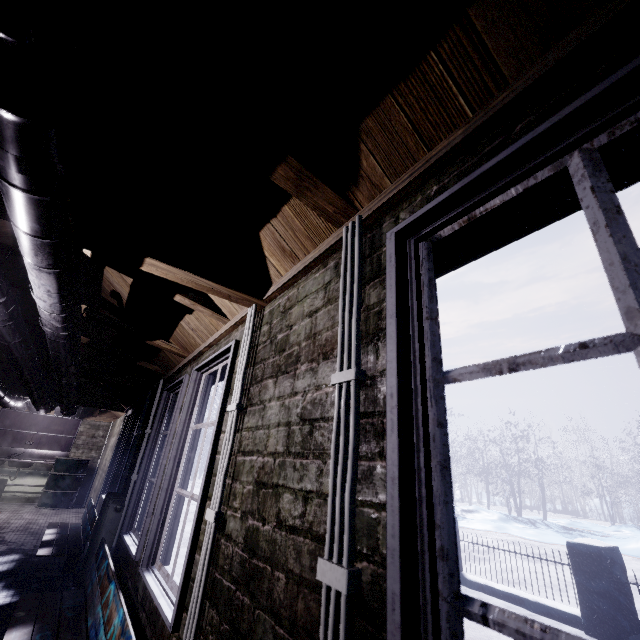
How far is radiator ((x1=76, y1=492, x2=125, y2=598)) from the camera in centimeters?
289cm

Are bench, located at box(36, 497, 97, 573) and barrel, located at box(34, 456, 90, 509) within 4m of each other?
yes

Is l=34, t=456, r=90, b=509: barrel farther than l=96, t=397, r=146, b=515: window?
Yes

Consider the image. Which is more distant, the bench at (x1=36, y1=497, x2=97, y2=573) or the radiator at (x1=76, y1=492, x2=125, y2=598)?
the bench at (x1=36, y1=497, x2=97, y2=573)

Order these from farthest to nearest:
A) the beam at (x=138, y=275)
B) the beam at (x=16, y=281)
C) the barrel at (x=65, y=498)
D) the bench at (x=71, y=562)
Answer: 1. the barrel at (x=65, y=498)
2. the bench at (x=71, y=562)
3. the beam at (x=16, y=281)
4. the beam at (x=138, y=275)

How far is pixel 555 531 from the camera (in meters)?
12.88

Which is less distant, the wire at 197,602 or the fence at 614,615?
the wire at 197,602

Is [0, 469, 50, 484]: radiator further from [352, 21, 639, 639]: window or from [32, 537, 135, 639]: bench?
[32, 537, 135, 639]: bench
